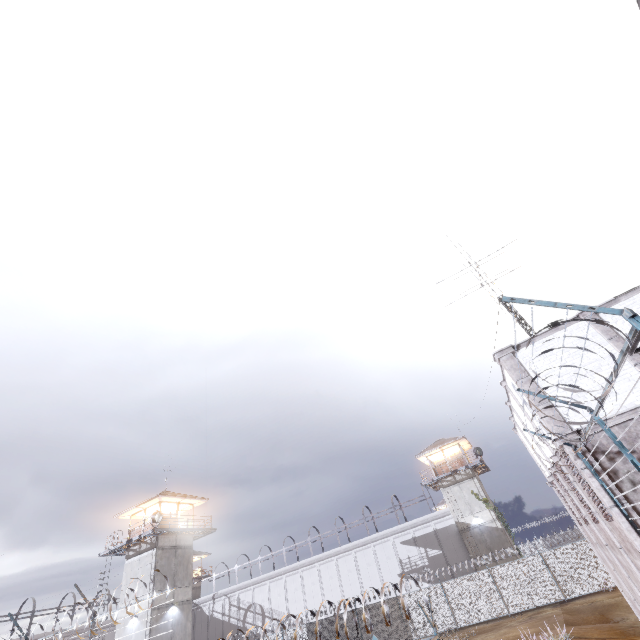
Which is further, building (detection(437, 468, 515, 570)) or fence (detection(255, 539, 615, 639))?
building (detection(437, 468, 515, 570))

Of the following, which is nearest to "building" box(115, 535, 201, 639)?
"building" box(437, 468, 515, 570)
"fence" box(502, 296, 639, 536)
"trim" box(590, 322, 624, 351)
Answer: "fence" box(502, 296, 639, 536)

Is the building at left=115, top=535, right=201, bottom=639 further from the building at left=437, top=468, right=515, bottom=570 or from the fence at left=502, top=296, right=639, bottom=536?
the building at left=437, top=468, right=515, bottom=570

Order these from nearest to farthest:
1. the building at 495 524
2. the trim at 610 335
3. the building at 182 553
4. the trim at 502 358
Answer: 1. the trim at 610 335
2. the trim at 502 358
3. the building at 182 553
4. the building at 495 524

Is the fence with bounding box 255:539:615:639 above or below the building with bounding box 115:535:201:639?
below

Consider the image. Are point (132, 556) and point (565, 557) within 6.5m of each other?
no

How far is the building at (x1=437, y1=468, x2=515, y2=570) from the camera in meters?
31.2

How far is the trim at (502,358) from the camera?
11.06m
